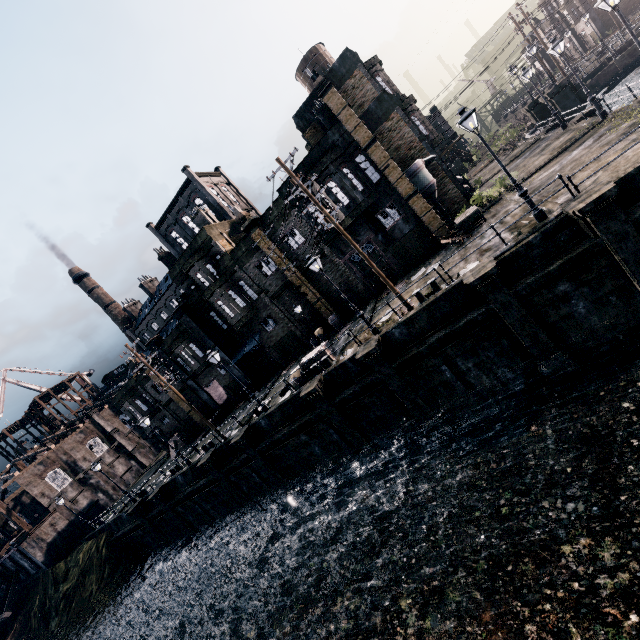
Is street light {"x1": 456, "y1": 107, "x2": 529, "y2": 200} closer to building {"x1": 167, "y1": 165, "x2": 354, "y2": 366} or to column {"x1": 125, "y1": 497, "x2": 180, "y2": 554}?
building {"x1": 167, "y1": 165, "x2": 354, "y2": 366}

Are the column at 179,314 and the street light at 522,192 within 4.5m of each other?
no

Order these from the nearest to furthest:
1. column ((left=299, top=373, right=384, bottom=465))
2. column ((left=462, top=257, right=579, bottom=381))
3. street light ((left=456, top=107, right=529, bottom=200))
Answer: street light ((left=456, top=107, right=529, bottom=200))
column ((left=462, top=257, right=579, bottom=381))
column ((left=299, top=373, right=384, bottom=465))

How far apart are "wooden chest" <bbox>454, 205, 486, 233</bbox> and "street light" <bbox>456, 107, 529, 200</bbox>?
7.17m

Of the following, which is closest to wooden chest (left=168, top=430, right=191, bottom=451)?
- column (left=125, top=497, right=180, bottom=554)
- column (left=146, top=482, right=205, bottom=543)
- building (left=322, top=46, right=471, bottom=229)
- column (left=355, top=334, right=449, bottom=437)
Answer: column (left=125, top=497, right=180, bottom=554)

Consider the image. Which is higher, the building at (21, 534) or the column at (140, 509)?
the building at (21, 534)

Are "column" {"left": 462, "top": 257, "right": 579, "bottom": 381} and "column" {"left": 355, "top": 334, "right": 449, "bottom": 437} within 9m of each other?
yes

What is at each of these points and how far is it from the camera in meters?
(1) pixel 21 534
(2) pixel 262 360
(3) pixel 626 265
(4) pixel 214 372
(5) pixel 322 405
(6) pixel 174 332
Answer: (1) building, 38.1 m
(2) building, 33.5 m
(3) column, 12.6 m
(4) building, 34.2 m
(5) column, 19.5 m
(6) building, 33.4 m
